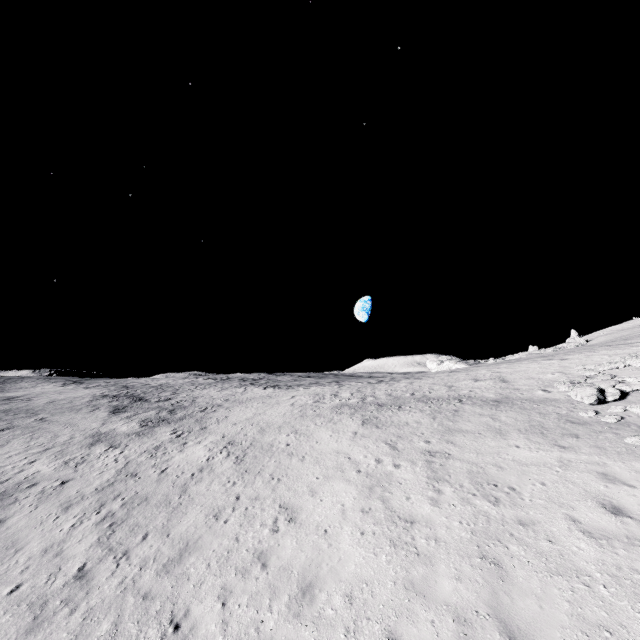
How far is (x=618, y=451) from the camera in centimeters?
964cm
